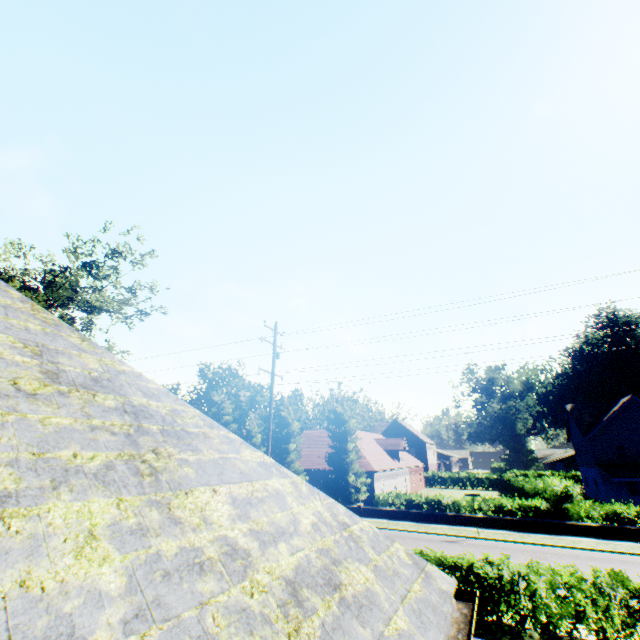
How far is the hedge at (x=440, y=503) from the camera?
24.6 meters

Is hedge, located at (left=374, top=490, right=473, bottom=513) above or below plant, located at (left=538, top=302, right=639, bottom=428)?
below

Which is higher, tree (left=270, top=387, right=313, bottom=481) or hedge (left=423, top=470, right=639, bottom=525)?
Answer: tree (left=270, top=387, right=313, bottom=481)

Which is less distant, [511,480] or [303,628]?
[303,628]

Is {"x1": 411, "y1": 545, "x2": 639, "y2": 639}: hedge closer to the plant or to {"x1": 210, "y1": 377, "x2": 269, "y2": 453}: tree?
{"x1": 210, "y1": 377, "x2": 269, "y2": 453}: tree

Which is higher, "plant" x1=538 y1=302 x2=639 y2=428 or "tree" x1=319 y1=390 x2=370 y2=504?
"plant" x1=538 y1=302 x2=639 y2=428

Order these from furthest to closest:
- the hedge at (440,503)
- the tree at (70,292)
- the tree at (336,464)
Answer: the tree at (336,464) → the hedge at (440,503) → the tree at (70,292)

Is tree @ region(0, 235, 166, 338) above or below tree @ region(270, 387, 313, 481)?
above
